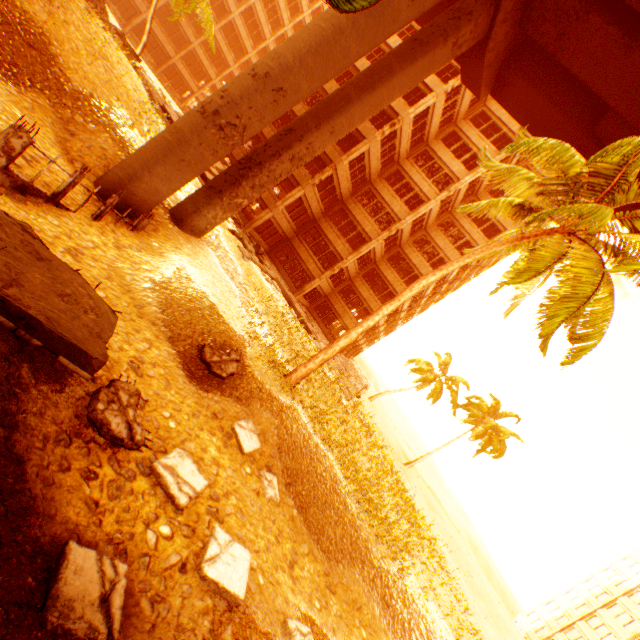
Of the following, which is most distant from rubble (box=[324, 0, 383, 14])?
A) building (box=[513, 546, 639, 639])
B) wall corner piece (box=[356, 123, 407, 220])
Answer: building (box=[513, 546, 639, 639])

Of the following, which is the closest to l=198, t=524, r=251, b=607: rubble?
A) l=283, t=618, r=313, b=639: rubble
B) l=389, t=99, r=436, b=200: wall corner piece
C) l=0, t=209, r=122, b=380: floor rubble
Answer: l=0, t=209, r=122, b=380: floor rubble

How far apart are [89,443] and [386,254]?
31.0 meters

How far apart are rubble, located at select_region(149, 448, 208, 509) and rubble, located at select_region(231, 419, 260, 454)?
2.2m

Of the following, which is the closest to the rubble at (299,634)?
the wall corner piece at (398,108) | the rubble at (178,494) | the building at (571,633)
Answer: the rubble at (178,494)

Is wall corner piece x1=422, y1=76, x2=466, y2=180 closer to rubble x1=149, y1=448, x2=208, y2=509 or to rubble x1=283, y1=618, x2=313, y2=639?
rubble x1=149, y1=448, x2=208, y2=509

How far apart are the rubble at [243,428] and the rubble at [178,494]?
2.22m

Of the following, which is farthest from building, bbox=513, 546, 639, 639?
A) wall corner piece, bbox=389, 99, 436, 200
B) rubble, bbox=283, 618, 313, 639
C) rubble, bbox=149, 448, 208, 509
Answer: wall corner piece, bbox=389, 99, 436, 200
